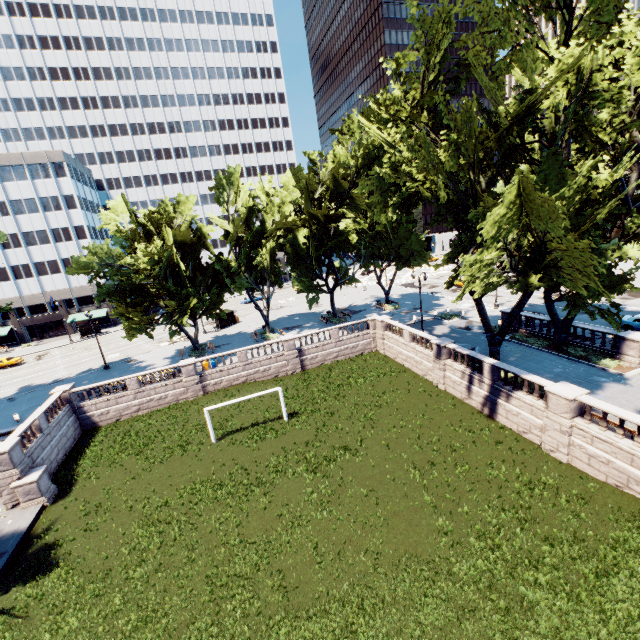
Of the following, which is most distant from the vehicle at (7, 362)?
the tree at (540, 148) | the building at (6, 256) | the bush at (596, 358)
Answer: the bush at (596, 358)

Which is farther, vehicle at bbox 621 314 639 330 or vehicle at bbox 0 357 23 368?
vehicle at bbox 0 357 23 368

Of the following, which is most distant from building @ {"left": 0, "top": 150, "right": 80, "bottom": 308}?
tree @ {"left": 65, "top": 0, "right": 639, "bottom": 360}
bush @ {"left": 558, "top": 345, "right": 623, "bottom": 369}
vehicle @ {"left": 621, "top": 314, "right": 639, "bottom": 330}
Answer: bush @ {"left": 558, "top": 345, "right": 623, "bottom": 369}

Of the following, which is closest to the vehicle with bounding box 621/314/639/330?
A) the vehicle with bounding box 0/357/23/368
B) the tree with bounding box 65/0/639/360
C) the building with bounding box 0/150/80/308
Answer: the tree with bounding box 65/0/639/360

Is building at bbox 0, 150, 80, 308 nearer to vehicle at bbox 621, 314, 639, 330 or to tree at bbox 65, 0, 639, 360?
tree at bbox 65, 0, 639, 360

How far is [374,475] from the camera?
18.73m

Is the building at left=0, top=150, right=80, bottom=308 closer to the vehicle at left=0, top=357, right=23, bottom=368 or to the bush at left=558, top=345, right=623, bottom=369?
the vehicle at left=0, top=357, right=23, bottom=368

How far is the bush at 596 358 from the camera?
23.1m
